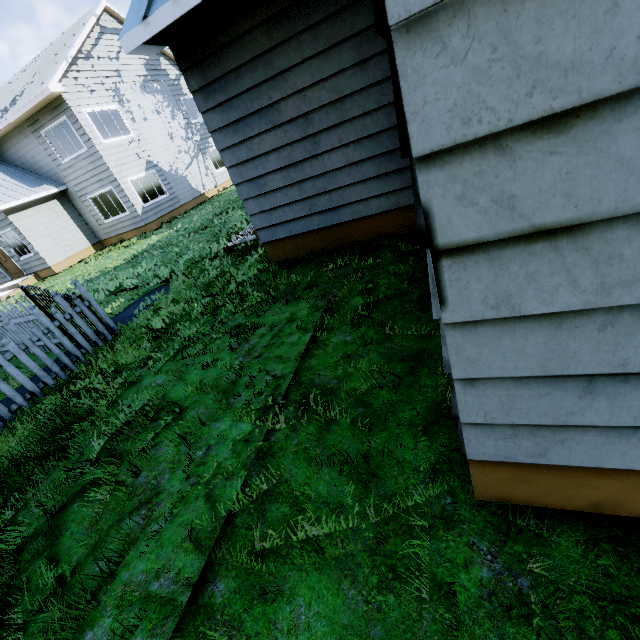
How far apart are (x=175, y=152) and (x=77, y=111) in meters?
5.2 m

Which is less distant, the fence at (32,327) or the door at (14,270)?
the fence at (32,327)

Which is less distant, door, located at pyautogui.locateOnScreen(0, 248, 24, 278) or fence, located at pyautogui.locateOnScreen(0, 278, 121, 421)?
fence, located at pyautogui.locateOnScreen(0, 278, 121, 421)
